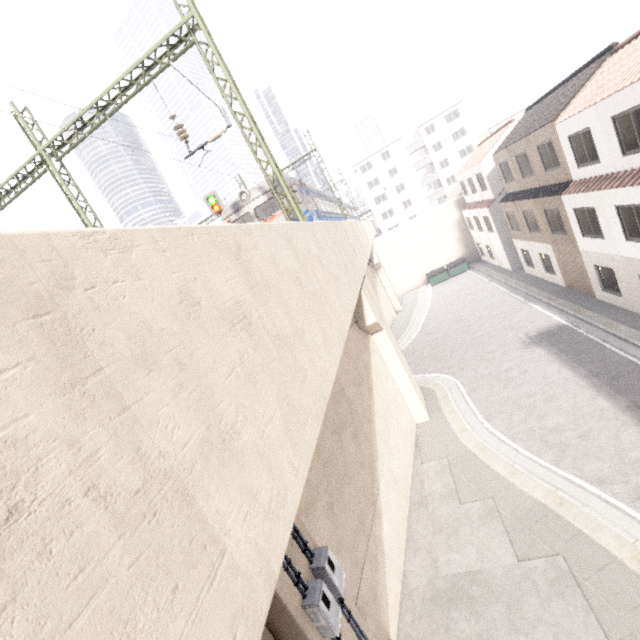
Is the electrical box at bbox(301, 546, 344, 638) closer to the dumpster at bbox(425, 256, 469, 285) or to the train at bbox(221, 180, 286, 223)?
the train at bbox(221, 180, 286, 223)

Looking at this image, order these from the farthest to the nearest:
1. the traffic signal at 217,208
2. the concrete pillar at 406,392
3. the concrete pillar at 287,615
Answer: the traffic signal at 217,208, the concrete pillar at 406,392, the concrete pillar at 287,615

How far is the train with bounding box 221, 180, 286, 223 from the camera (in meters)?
14.69

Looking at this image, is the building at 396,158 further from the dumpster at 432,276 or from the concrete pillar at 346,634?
the concrete pillar at 346,634

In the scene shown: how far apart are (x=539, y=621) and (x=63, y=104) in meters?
15.2 m

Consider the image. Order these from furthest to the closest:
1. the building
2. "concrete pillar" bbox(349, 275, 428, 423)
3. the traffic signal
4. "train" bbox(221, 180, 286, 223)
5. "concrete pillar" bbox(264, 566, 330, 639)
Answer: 1. the building
2. the traffic signal
3. "train" bbox(221, 180, 286, 223)
4. "concrete pillar" bbox(349, 275, 428, 423)
5. "concrete pillar" bbox(264, 566, 330, 639)

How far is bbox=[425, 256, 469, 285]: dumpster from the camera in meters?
34.3 m

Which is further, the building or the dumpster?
the building
